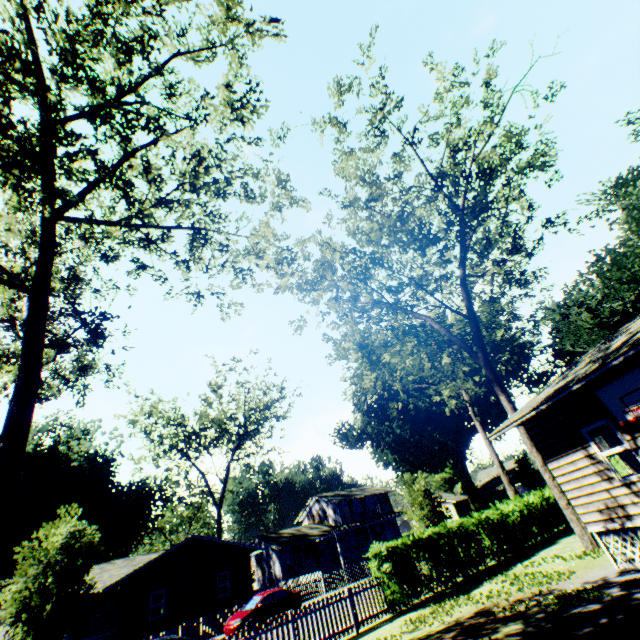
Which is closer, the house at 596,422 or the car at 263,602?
the house at 596,422

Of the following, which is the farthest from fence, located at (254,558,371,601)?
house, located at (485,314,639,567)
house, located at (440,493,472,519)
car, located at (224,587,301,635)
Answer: house, located at (485,314,639,567)

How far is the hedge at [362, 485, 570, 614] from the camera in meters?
12.9 m

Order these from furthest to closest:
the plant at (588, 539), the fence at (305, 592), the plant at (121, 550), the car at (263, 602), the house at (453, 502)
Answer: the house at (453, 502)
the fence at (305, 592)
the car at (263, 602)
the plant at (121, 550)
the plant at (588, 539)

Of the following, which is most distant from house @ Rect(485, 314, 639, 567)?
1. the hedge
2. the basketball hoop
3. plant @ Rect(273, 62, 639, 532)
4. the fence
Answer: the fence

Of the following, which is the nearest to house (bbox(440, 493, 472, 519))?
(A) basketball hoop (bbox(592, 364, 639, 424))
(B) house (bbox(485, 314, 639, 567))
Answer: (B) house (bbox(485, 314, 639, 567))

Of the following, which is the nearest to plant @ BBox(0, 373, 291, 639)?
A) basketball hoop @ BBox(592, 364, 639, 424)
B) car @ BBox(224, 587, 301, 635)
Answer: basketball hoop @ BBox(592, 364, 639, 424)

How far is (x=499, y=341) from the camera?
31.9 meters
